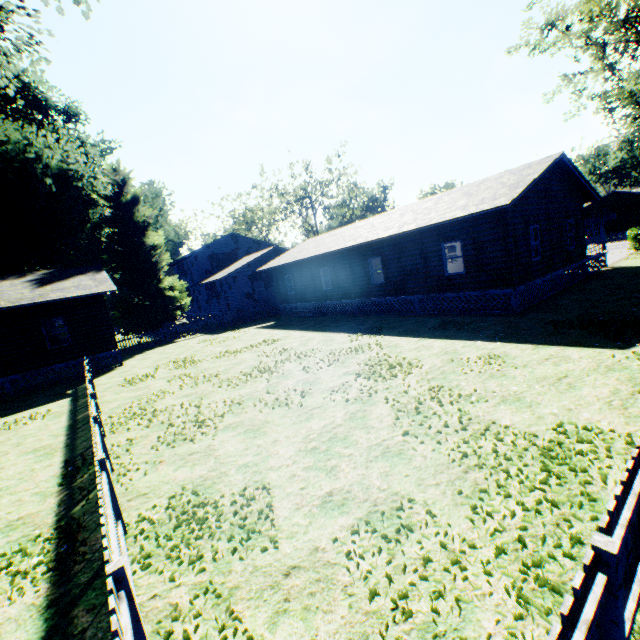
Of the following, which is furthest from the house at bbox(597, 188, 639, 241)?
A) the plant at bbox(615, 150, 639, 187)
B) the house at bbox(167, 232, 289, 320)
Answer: the house at bbox(167, 232, 289, 320)

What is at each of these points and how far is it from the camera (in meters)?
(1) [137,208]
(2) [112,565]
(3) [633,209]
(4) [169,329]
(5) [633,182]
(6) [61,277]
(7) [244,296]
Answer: (1) plant, 28.34
(2) fence, 2.57
(3) house, 46.09
(4) fence, 25.89
(5) plant, 58.28
(6) house, 19.69
(7) house, 31.23

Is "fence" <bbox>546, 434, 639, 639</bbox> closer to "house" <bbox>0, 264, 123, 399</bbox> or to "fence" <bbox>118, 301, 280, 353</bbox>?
"house" <bbox>0, 264, 123, 399</bbox>

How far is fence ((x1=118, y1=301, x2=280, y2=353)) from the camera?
24.5m

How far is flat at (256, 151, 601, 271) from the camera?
13.6m

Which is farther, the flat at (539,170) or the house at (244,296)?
the house at (244,296)

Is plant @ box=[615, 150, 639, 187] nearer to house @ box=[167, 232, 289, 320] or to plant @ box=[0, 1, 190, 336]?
house @ box=[167, 232, 289, 320]

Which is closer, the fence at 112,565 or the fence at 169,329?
the fence at 112,565
